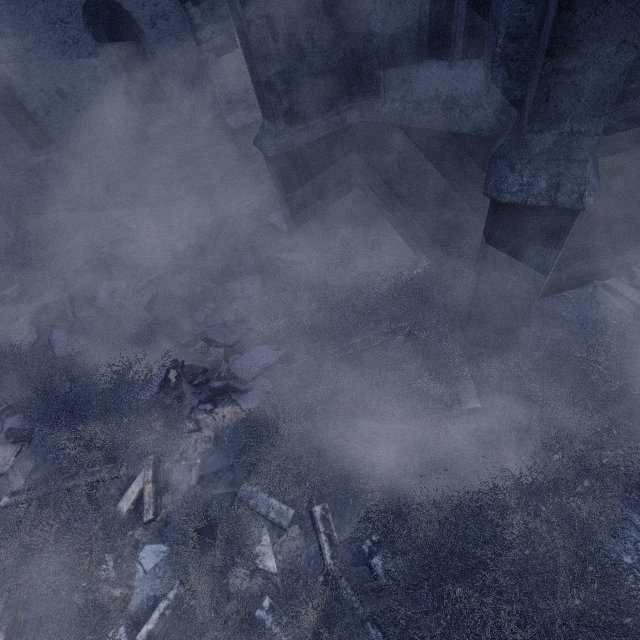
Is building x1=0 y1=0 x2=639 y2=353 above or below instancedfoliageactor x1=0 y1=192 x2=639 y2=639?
above

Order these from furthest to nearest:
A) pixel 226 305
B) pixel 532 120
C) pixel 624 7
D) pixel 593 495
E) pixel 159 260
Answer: pixel 159 260, pixel 226 305, pixel 593 495, pixel 532 120, pixel 624 7

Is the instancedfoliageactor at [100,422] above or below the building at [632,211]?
below
